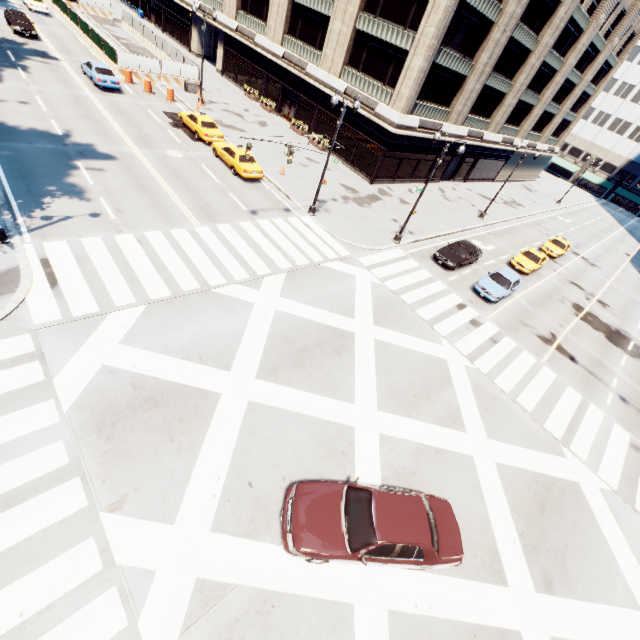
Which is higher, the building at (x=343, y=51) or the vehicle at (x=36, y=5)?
the building at (x=343, y=51)

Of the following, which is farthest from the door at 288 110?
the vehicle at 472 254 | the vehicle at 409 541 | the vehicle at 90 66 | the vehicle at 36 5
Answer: the vehicle at 409 541

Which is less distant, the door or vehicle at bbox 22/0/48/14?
the door

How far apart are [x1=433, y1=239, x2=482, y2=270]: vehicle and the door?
24.48m

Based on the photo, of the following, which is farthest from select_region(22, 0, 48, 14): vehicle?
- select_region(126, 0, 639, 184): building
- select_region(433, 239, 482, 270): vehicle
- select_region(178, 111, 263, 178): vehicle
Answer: select_region(433, 239, 482, 270): vehicle

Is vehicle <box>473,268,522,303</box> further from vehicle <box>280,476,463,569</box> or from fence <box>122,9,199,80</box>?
fence <box>122,9,199,80</box>

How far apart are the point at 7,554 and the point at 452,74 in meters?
39.9 m

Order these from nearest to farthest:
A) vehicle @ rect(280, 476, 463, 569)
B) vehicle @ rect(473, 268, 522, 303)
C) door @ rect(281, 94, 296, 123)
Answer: vehicle @ rect(280, 476, 463, 569), vehicle @ rect(473, 268, 522, 303), door @ rect(281, 94, 296, 123)
